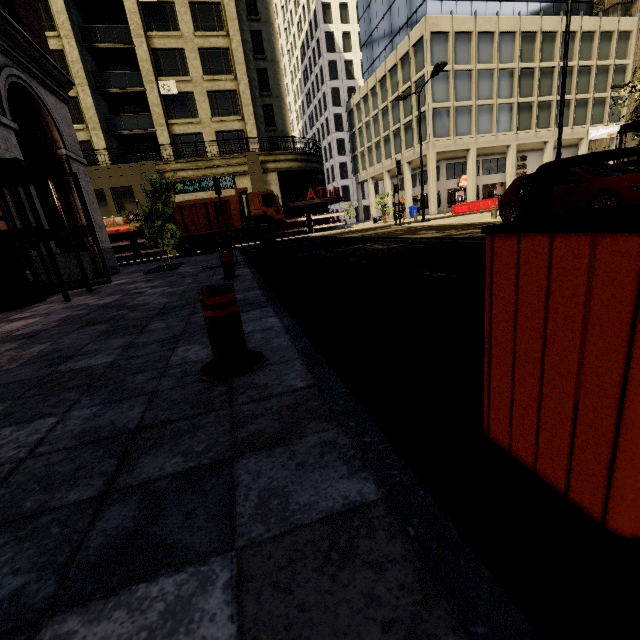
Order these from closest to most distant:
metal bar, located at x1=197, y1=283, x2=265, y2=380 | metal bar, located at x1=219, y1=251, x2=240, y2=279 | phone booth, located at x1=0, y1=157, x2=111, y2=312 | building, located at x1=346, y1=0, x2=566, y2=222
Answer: metal bar, located at x1=197, y1=283, x2=265, y2=380, phone booth, located at x1=0, y1=157, x2=111, y2=312, metal bar, located at x1=219, y1=251, x2=240, y2=279, building, located at x1=346, y1=0, x2=566, y2=222

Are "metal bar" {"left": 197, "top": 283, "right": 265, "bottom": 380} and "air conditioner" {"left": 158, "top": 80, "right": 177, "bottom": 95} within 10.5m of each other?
no

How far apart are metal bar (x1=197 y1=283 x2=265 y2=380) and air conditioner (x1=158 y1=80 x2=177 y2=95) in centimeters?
3147cm

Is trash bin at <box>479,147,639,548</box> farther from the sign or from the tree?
the sign

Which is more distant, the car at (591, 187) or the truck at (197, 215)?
the truck at (197, 215)

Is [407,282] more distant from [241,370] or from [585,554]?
[585,554]

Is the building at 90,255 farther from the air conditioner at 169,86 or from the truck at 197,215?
the truck at 197,215

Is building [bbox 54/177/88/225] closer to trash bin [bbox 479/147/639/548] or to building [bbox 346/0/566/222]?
trash bin [bbox 479/147/639/548]
